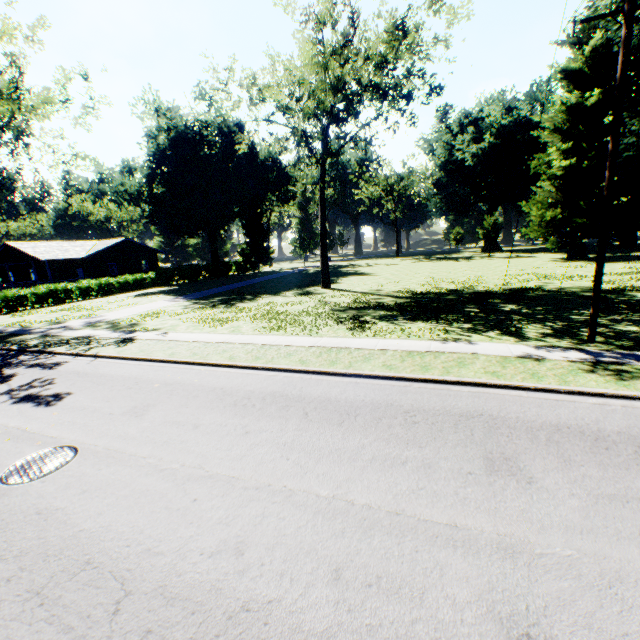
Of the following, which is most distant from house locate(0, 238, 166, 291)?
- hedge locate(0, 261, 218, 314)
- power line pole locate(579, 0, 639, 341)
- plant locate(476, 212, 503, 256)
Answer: plant locate(476, 212, 503, 256)

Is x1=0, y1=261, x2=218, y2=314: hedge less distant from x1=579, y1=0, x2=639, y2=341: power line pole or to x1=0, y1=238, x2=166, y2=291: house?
x1=0, y1=238, x2=166, y2=291: house

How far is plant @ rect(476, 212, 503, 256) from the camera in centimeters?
4712cm

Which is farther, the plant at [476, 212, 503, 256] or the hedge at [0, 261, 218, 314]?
the plant at [476, 212, 503, 256]

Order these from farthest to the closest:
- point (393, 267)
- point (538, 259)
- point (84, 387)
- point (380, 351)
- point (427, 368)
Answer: point (393, 267), point (538, 259), point (380, 351), point (84, 387), point (427, 368)

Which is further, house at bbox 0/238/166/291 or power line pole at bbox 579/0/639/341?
house at bbox 0/238/166/291

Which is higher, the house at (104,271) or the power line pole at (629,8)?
the power line pole at (629,8)

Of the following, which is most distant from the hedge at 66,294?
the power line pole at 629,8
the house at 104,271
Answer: the power line pole at 629,8
